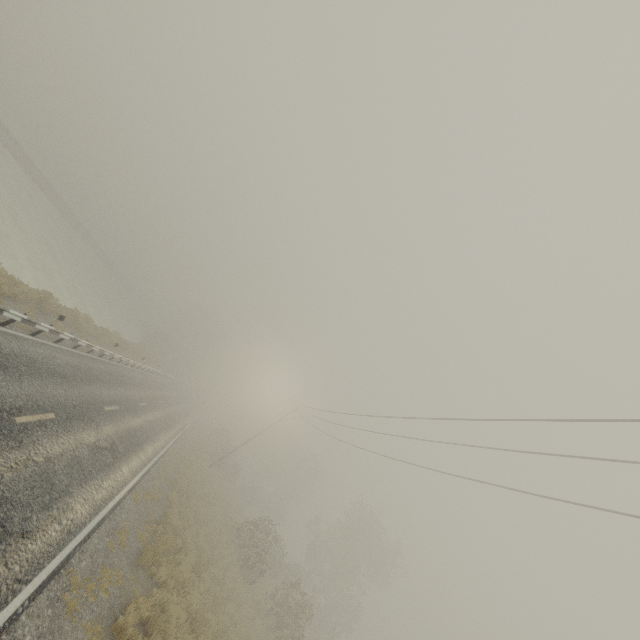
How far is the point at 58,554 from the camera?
7.6m
